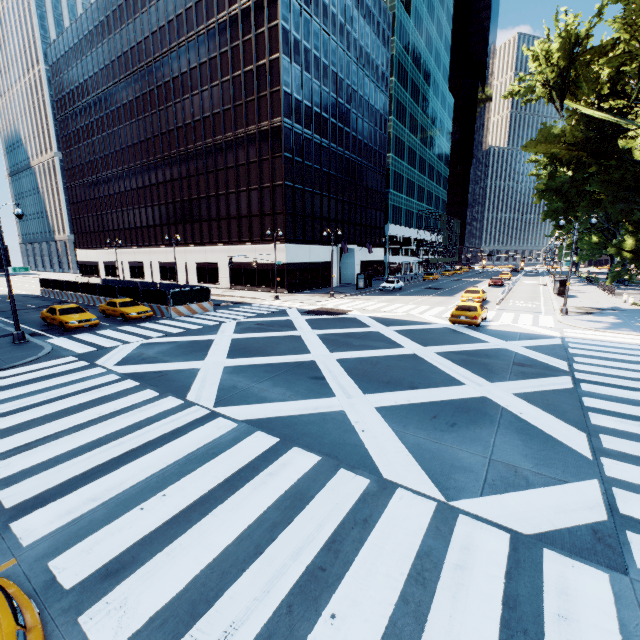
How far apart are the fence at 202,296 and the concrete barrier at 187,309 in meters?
0.0

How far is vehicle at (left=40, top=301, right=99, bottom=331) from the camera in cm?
2030

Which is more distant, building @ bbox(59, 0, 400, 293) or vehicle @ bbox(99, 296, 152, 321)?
building @ bbox(59, 0, 400, 293)

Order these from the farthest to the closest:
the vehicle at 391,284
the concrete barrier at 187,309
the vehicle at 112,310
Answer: the vehicle at 391,284 < the concrete barrier at 187,309 < the vehicle at 112,310

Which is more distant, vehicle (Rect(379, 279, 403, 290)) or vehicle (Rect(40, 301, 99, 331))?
vehicle (Rect(379, 279, 403, 290))

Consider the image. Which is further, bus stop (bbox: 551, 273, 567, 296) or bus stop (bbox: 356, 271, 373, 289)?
bus stop (bbox: 356, 271, 373, 289)

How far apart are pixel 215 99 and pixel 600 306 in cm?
4856

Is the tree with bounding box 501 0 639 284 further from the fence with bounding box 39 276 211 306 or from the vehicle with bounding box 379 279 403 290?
the fence with bounding box 39 276 211 306
